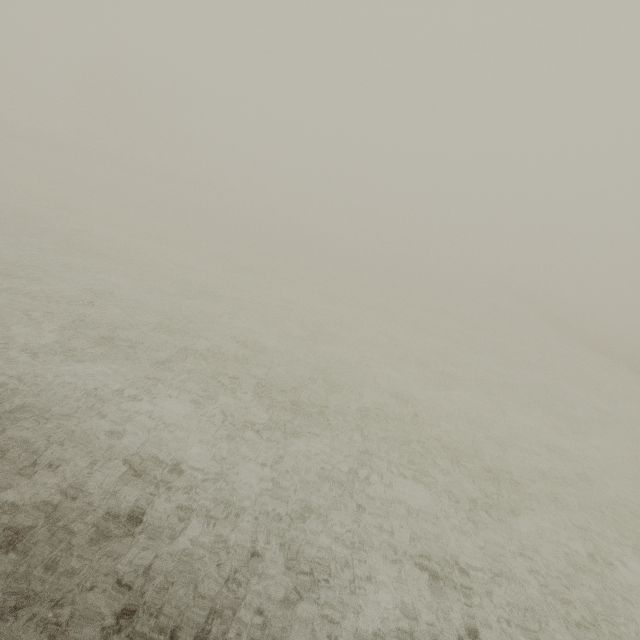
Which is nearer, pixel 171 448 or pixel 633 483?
pixel 171 448
